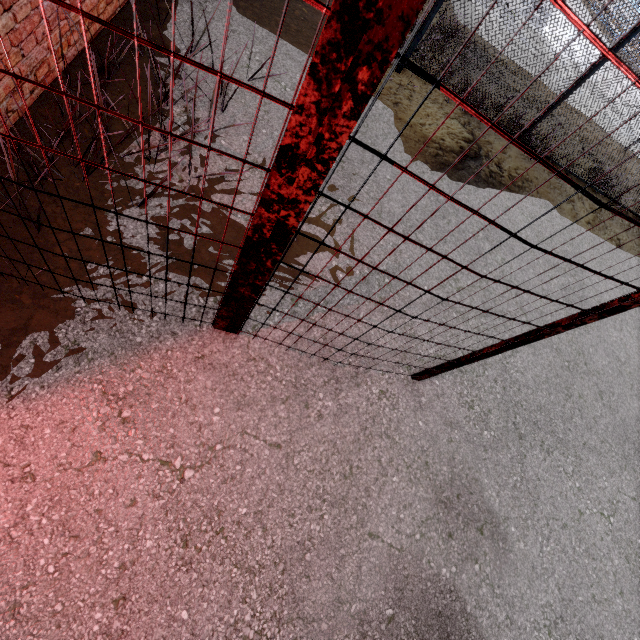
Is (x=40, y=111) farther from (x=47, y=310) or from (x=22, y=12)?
(x=47, y=310)
